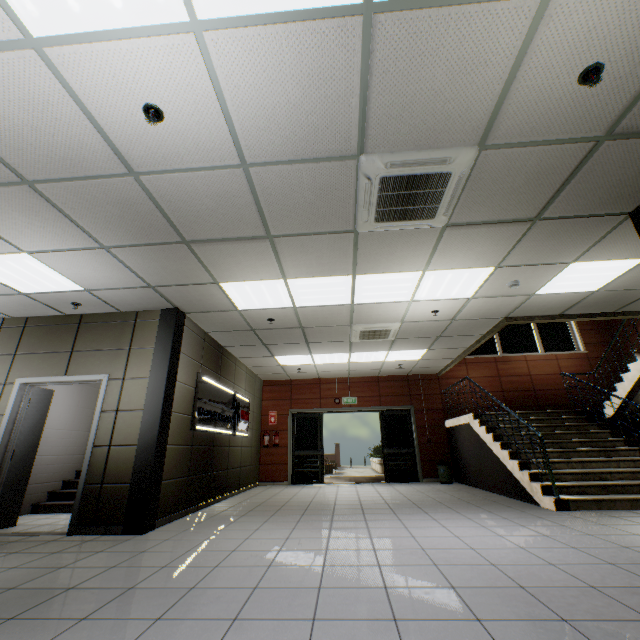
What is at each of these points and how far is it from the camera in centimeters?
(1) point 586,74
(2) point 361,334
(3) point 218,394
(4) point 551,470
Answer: (1) fire alarm, 217cm
(2) air conditioning vent, 681cm
(3) sign, 701cm
(4) stairs, 530cm

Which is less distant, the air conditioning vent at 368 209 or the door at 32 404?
the air conditioning vent at 368 209

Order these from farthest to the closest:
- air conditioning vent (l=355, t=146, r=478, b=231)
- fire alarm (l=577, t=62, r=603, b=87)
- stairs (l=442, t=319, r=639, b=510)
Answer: stairs (l=442, t=319, r=639, b=510), air conditioning vent (l=355, t=146, r=478, b=231), fire alarm (l=577, t=62, r=603, b=87)

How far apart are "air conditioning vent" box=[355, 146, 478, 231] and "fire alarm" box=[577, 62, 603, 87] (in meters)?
0.70

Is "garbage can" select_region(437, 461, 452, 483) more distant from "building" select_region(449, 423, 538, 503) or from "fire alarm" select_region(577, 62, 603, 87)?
"fire alarm" select_region(577, 62, 603, 87)

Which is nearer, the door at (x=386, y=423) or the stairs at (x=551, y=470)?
the stairs at (x=551, y=470)

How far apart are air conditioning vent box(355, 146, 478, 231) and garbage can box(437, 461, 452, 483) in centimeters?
807cm

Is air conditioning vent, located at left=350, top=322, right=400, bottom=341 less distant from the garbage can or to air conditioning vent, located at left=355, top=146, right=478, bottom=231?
air conditioning vent, located at left=355, top=146, right=478, bottom=231
